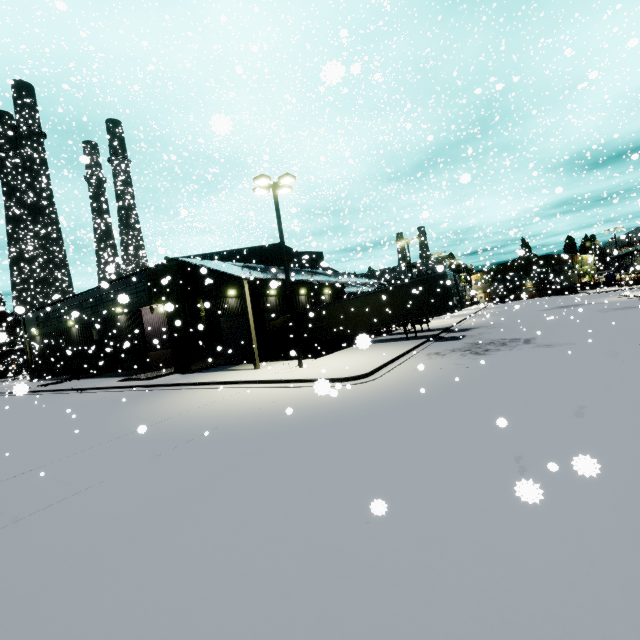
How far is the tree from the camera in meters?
21.5

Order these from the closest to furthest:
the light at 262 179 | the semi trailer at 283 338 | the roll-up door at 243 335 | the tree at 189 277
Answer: the light at 262 179
the tree at 189 277
the roll-up door at 243 335
the semi trailer at 283 338

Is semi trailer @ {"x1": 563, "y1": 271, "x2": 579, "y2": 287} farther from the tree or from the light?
the light

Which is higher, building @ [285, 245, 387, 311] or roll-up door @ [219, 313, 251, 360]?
building @ [285, 245, 387, 311]

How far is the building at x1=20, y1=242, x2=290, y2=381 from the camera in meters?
21.6

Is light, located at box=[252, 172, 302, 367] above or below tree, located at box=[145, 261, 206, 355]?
above

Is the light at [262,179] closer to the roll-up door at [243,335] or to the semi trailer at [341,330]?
the semi trailer at [341,330]

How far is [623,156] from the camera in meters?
28.3
